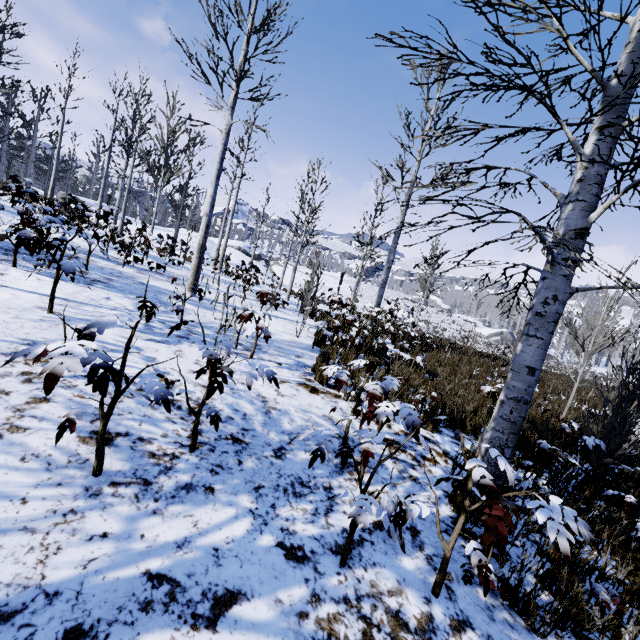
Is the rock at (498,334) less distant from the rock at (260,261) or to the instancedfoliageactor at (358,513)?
the rock at (260,261)

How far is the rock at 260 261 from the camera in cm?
2919

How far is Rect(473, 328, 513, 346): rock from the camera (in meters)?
57.19

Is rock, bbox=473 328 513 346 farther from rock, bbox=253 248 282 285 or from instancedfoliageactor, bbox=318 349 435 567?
instancedfoliageactor, bbox=318 349 435 567

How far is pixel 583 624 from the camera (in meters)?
2.12

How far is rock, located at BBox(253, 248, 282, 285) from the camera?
29.2 meters

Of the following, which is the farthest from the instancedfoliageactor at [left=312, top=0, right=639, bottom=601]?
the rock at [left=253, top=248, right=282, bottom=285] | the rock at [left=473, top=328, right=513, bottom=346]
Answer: the rock at [left=473, top=328, right=513, bottom=346]

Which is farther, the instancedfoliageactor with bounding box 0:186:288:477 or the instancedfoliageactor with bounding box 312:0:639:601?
the instancedfoliageactor with bounding box 312:0:639:601
